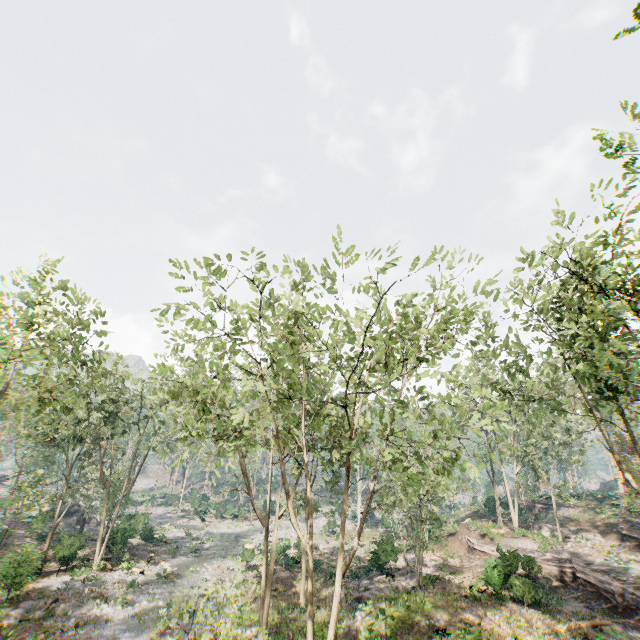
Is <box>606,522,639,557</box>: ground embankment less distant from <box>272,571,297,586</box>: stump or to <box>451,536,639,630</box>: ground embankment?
<box>451,536,639,630</box>: ground embankment

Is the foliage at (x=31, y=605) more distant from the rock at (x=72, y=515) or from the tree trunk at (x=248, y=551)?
the rock at (x=72, y=515)

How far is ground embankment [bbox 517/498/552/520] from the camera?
42.1 meters

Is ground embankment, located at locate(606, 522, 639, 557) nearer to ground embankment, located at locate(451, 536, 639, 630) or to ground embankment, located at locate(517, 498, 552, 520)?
ground embankment, located at locate(451, 536, 639, 630)

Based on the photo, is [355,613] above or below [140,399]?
below

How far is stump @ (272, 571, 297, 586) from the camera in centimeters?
2788cm

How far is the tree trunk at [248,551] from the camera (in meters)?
31.45

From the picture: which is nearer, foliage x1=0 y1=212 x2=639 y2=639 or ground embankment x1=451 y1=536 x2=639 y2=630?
foliage x1=0 y1=212 x2=639 y2=639
